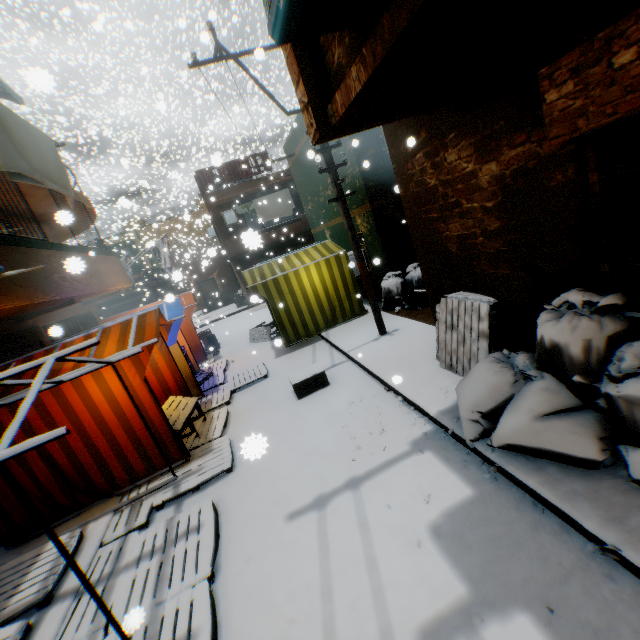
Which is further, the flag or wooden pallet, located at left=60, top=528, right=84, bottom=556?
the flag

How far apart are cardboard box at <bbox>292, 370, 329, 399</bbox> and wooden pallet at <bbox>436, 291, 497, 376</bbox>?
1.80m

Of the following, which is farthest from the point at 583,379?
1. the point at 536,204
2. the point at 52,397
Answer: the point at 52,397

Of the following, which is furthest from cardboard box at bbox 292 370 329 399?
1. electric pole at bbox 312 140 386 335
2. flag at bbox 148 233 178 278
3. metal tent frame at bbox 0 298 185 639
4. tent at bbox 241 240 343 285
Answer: flag at bbox 148 233 178 278

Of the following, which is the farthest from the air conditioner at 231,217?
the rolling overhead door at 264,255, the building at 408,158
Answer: the rolling overhead door at 264,255

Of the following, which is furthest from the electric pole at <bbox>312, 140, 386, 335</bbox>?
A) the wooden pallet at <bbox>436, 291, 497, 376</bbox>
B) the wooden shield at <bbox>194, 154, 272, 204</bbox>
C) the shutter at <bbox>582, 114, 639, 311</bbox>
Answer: the shutter at <bbox>582, 114, 639, 311</bbox>

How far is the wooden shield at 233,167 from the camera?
19.0 meters

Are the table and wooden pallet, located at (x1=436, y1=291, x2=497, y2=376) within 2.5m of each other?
no
